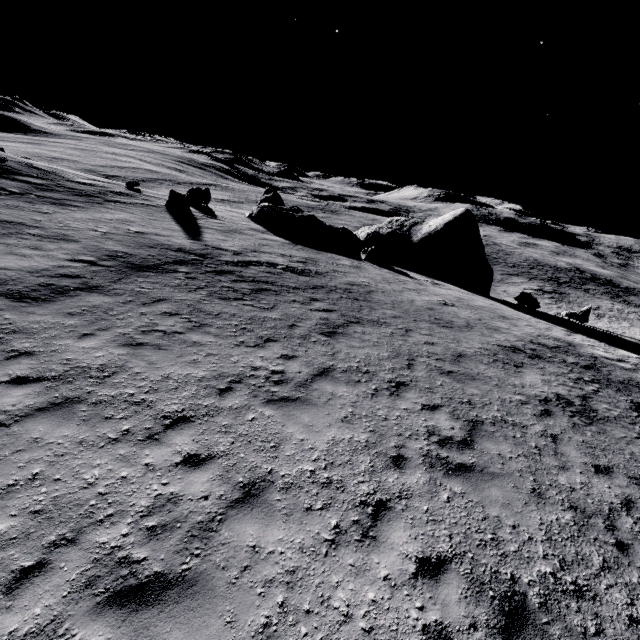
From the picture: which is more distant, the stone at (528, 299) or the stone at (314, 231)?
the stone at (314, 231)

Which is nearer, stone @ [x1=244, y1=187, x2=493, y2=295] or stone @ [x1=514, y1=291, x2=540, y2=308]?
stone @ [x1=514, y1=291, x2=540, y2=308]

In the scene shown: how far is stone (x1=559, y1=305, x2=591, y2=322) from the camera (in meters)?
25.22

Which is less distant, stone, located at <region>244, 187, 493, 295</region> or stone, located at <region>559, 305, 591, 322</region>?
stone, located at <region>559, 305, 591, 322</region>

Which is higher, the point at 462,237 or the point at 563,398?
the point at 462,237

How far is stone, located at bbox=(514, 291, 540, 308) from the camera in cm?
2509

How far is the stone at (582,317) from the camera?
25.22m
